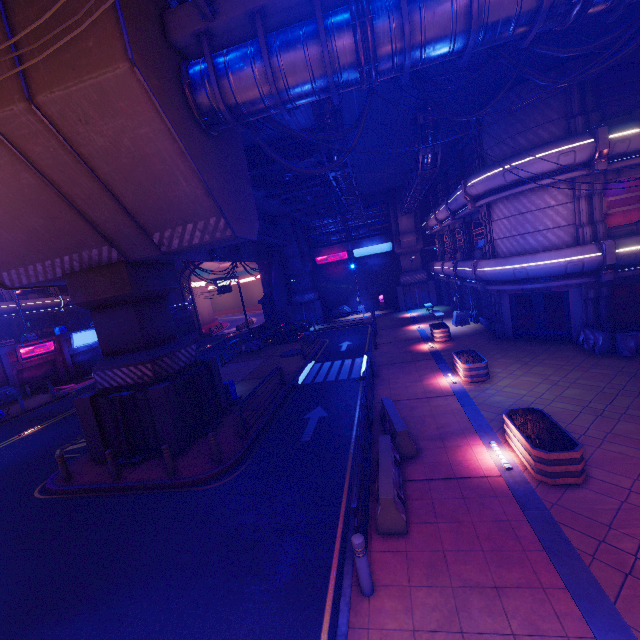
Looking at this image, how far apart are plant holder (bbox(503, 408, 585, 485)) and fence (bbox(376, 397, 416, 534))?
2.96m

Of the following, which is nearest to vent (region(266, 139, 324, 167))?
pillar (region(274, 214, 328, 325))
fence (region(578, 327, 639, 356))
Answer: pillar (region(274, 214, 328, 325))

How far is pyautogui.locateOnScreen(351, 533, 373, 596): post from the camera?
5.4 meters

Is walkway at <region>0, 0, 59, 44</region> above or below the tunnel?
above

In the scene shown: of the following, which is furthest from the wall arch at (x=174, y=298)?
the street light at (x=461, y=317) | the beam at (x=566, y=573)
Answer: the street light at (x=461, y=317)

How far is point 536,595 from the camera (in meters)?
5.08

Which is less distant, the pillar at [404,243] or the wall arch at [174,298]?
the pillar at [404,243]

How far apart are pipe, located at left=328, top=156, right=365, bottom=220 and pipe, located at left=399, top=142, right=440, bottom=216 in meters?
3.4 m
